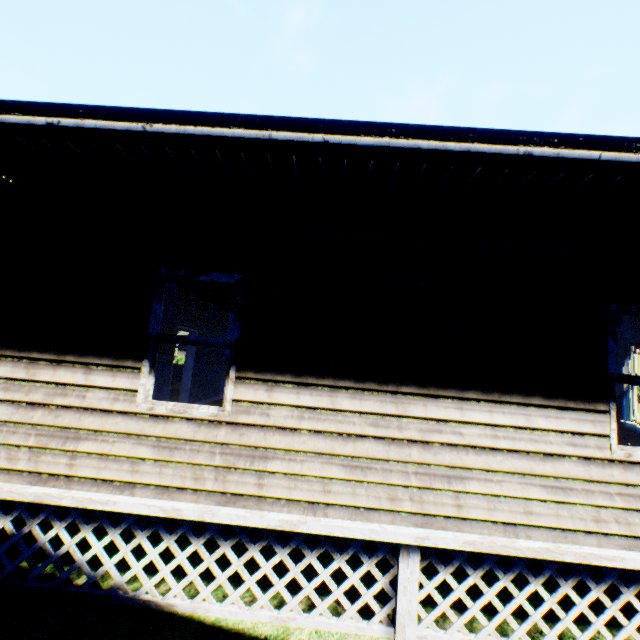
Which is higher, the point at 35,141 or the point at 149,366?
the point at 35,141
